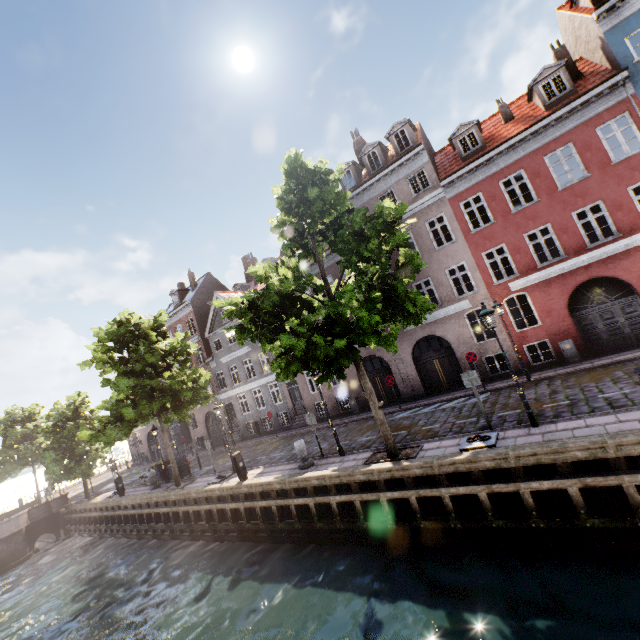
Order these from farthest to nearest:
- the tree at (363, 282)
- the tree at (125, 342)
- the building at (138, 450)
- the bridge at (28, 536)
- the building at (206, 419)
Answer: the building at (138, 450) < the building at (206, 419) < the bridge at (28, 536) < the tree at (125, 342) < the tree at (363, 282)

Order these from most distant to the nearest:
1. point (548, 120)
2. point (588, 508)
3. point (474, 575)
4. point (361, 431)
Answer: point (361, 431) → point (548, 120) → point (474, 575) → point (588, 508)

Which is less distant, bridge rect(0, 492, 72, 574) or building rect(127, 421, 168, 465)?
bridge rect(0, 492, 72, 574)

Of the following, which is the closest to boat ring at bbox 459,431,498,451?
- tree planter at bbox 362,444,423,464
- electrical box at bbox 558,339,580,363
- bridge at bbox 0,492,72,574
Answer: tree planter at bbox 362,444,423,464

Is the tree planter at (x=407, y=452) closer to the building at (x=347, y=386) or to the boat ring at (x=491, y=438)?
the boat ring at (x=491, y=438)

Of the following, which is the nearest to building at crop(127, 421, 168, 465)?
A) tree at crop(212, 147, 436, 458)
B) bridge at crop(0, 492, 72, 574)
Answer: tree at crop(212, 147, 436, 458)

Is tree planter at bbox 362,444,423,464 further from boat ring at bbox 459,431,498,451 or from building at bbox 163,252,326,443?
building at bbox 163,252,326,443

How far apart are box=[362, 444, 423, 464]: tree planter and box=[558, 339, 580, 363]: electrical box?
9.1m
